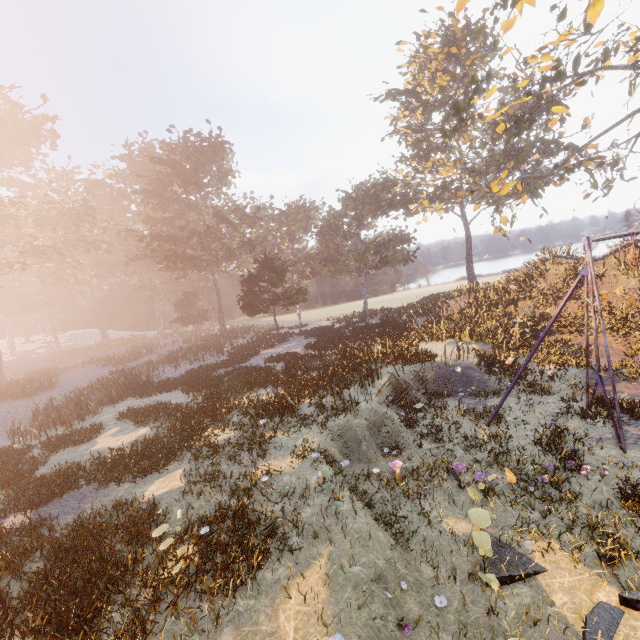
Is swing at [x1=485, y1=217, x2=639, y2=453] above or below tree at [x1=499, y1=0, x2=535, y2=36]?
below

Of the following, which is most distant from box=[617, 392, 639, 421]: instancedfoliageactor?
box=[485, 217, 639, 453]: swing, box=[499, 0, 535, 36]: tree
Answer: box=[499, 0, 535, 36]: tree

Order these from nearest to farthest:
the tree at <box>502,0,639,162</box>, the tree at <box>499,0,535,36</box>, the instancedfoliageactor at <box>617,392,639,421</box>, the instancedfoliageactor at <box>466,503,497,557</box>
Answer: the instancedfoliageactor at <box>466,503,497,557</box>
the instancedfoliageactor at <box>617,392,639,421</box>
the tree at <box>502,0,639,162</box>
the tree at <box>499,0,535,36</box>

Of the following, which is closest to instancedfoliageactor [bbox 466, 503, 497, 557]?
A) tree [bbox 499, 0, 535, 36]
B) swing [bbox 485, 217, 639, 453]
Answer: swing [bbox 485, 217, 639, 453]

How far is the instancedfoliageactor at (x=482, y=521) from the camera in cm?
550

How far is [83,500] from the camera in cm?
1035

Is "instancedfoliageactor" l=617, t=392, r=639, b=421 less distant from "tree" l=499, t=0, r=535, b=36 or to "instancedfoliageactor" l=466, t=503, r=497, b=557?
"instancedfoliageactor" l=466, t=503, r=497, b=557

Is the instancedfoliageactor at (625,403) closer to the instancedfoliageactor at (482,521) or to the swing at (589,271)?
the swing at (589,271)
